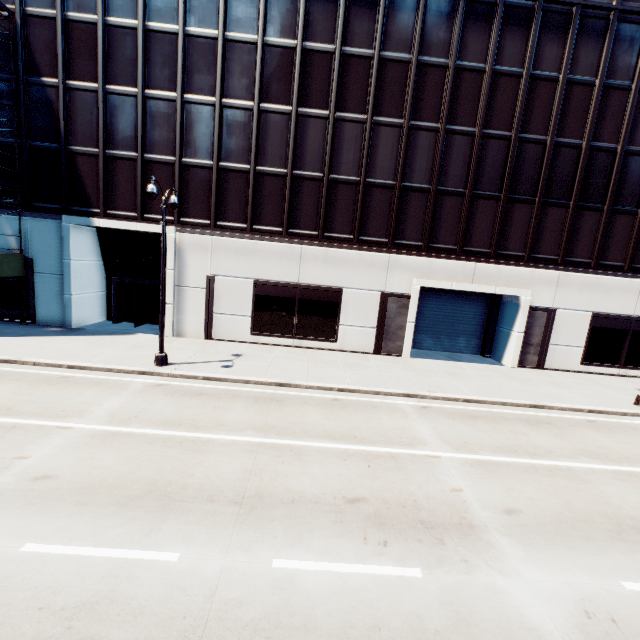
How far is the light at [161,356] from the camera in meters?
12.7

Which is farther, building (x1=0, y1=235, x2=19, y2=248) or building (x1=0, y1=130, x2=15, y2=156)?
building (x1=0, y1=235, x2=19, y2=248)

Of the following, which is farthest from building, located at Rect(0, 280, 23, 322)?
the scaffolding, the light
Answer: the light

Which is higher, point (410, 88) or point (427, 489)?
point (410, 88)

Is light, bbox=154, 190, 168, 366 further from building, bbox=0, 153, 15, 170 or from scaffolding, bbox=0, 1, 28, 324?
scaffolding, bbox=0, 1, 28, 324

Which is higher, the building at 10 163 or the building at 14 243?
the building at 10 163
